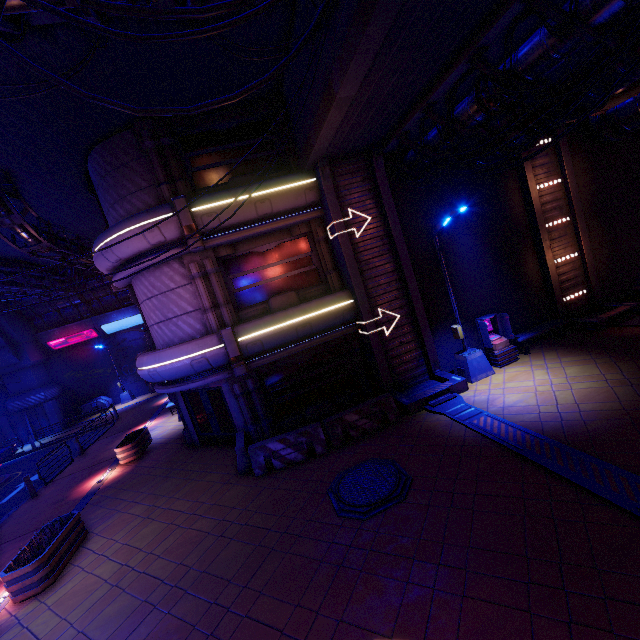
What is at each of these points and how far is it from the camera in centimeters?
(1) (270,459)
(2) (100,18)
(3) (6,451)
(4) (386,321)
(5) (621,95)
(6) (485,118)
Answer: (1) fence, 1034cm
(2) walkway, 694cm
(3) car, 2198cm
(4) tunnel, 1241cm
(5) vent, 1191cm
(6) walkway, 903cm

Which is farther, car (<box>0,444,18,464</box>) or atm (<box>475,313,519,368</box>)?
car (<box>0,444,18,464</box>)

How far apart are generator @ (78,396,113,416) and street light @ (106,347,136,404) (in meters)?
0.70

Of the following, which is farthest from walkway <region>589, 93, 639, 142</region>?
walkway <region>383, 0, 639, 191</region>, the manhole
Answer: the manhole

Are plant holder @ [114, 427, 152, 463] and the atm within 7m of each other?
no

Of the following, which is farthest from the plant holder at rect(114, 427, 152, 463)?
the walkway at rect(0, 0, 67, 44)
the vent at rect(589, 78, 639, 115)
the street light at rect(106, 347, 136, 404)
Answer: the vent at rect(589, 78, 639, 115)

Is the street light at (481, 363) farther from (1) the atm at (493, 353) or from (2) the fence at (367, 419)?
(2) the fence at (367, 419)

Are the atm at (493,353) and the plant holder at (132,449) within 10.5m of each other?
no
